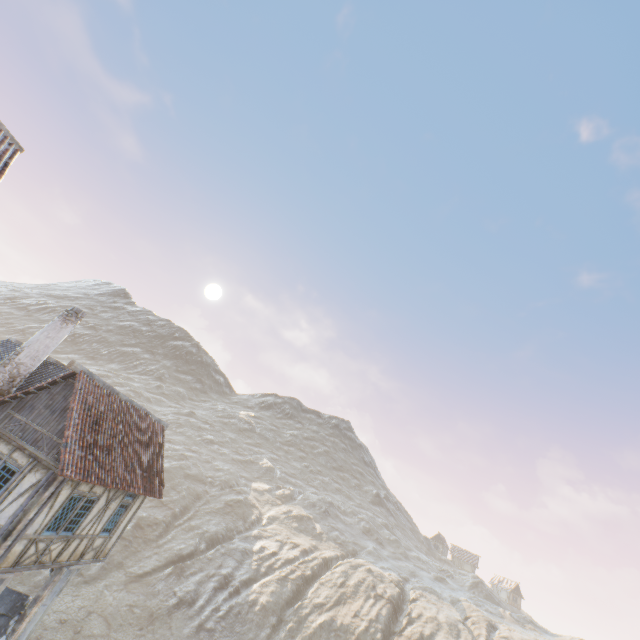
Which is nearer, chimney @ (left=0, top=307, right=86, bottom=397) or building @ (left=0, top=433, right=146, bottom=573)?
building @ (left=0, top=433, right=146, bottom=573)

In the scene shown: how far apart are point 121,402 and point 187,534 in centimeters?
3070cm

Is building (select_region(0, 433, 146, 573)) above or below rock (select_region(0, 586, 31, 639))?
above

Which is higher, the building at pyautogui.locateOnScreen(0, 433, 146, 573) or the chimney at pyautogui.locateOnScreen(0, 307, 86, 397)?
the chimney at pyautogui.locateOnScreen(0, 307, 86, 397)

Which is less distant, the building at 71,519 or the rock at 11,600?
the building at 71,519

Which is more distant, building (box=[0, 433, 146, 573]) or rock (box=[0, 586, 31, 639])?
rock (box=[0, 586, 31, 639])

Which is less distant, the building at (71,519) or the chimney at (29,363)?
the building at (71,519)

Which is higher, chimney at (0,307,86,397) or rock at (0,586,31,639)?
chimney at (0,307,86,397)
